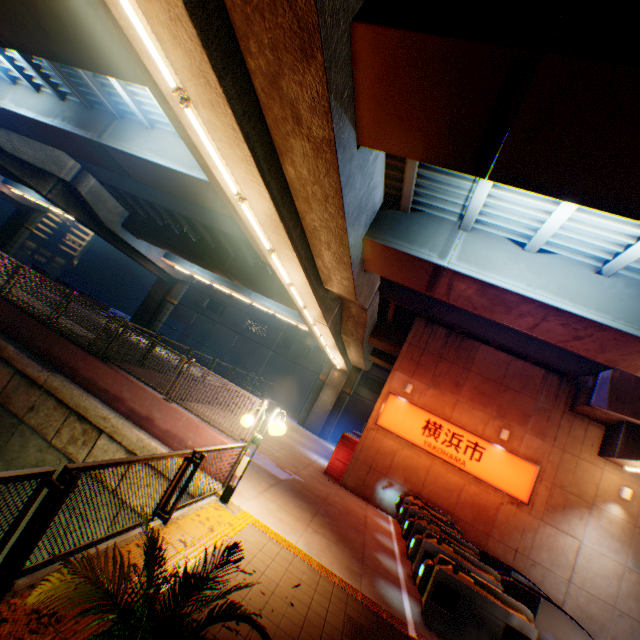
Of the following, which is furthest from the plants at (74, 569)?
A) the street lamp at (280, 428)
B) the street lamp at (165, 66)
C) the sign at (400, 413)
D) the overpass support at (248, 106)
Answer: the sign at (400, 413)

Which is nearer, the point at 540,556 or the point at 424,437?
the point at 540,556

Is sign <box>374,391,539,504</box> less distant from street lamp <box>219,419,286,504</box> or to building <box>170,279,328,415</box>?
street lamp <box>219,419,286,504</box>

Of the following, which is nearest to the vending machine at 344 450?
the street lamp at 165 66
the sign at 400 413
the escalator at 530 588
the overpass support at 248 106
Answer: the sign at 400 413

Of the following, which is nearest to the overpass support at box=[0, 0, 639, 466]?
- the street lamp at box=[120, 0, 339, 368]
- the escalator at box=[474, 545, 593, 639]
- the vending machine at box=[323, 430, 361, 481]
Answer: the street lamp at box=[120, 0, 339, 368]

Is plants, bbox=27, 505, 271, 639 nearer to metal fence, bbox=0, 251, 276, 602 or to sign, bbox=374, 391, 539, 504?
metal fence, bbox=0, 251, 276, 602

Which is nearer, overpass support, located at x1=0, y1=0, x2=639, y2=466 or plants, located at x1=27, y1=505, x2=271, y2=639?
plants, located at x1=27, y1=505, x2=271, y2=639

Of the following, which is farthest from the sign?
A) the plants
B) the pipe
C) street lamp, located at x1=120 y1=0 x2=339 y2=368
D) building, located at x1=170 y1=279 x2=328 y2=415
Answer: building, located at x1=170 y1=279 x2=328 y2=415
